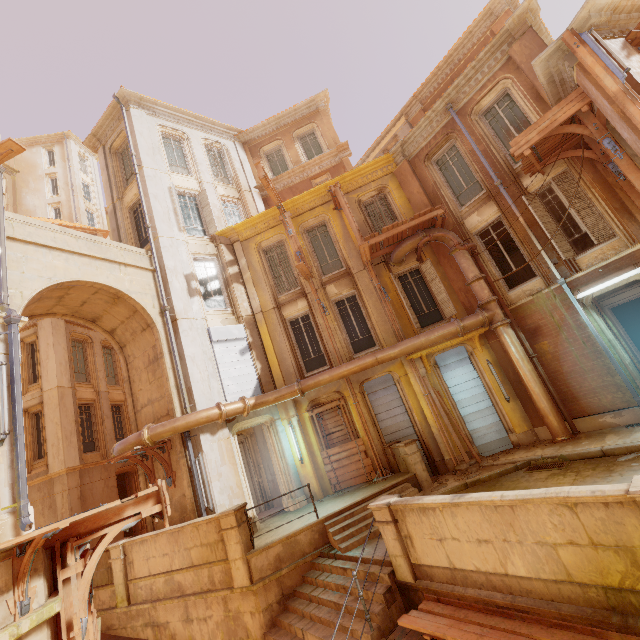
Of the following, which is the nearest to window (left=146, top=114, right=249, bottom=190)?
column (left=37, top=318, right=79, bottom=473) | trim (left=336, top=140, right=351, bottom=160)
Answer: trim (left=336, top=140, right=351, bottom=160)

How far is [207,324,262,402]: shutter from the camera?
12.4m

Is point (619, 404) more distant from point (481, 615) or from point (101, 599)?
point (101, 599)

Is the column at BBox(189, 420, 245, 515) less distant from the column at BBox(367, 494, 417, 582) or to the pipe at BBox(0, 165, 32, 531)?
the pipe at BBox(0, 165, 32, 531)

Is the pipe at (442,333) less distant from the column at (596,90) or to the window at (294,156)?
the column at (596,90)

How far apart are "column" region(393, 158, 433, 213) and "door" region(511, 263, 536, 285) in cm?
550

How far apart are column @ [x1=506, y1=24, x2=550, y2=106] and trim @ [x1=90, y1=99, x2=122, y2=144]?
16.81m

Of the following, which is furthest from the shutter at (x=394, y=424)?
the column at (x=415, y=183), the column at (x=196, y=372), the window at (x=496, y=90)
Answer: the window at (x=496, y=90)
